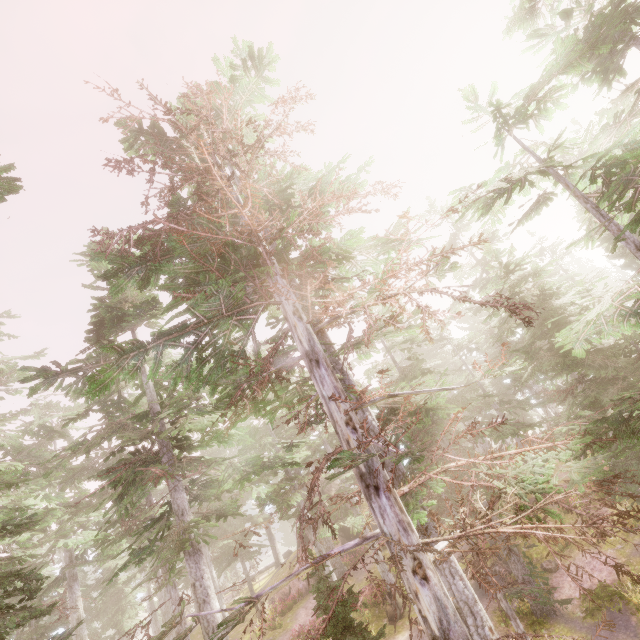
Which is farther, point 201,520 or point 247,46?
point 201,520

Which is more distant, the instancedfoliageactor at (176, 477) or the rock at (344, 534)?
the rock at (344, 534)

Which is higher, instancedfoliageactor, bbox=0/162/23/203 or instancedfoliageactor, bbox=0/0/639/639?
instancedfoliageactor, bbox=0/162/23/203

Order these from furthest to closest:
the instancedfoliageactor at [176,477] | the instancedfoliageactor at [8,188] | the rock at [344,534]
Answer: the rock at [344,534], the instancedfoliageactor at [8,188], the instancedfoliageactor at [176,477]

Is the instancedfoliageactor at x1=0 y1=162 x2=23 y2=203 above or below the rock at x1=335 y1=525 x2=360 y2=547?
above

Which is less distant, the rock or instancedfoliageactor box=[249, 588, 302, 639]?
instancedfoliageactor box=[249, 588, 302, 639]

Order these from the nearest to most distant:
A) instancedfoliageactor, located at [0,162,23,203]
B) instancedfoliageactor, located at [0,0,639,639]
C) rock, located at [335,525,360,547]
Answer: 1. instancedfoliageactor, located at [0,0,639,639]
2. instancedfoliageactor, located at [0,162,23,203]
3. rock, located at [335,525,360,547]

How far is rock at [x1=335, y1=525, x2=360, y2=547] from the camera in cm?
2818
